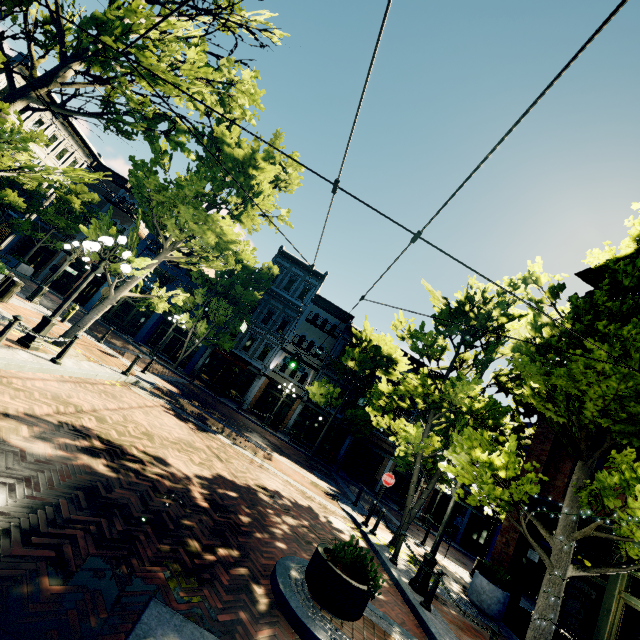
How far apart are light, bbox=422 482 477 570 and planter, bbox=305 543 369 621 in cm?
373

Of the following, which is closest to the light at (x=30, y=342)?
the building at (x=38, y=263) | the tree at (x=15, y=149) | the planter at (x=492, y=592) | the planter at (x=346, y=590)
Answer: the tree at (x=15, y=149)

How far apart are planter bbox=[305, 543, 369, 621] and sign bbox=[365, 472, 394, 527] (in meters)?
6.58

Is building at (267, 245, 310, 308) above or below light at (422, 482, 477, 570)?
above

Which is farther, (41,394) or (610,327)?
(41,394)

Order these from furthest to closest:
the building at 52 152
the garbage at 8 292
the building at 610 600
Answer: the building at 52 152 → the garbage at 8 292 → the building at 610 600

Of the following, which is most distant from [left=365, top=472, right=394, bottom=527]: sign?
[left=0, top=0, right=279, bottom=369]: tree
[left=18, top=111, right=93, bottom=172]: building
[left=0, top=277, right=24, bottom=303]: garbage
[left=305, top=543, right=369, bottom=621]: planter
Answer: [left=18, top=111, right=93, bottom=172]: building

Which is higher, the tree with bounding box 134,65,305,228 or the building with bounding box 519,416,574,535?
the tree with bounding box 134,65,305,228
